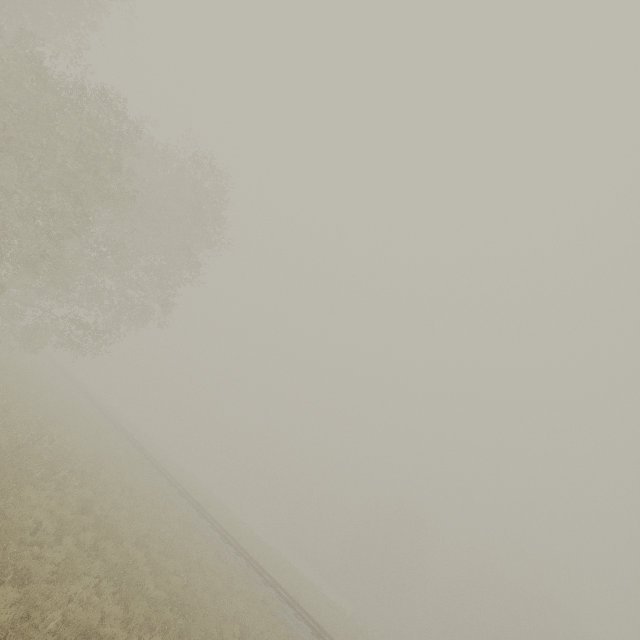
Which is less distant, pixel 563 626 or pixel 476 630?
pixel 563 626
